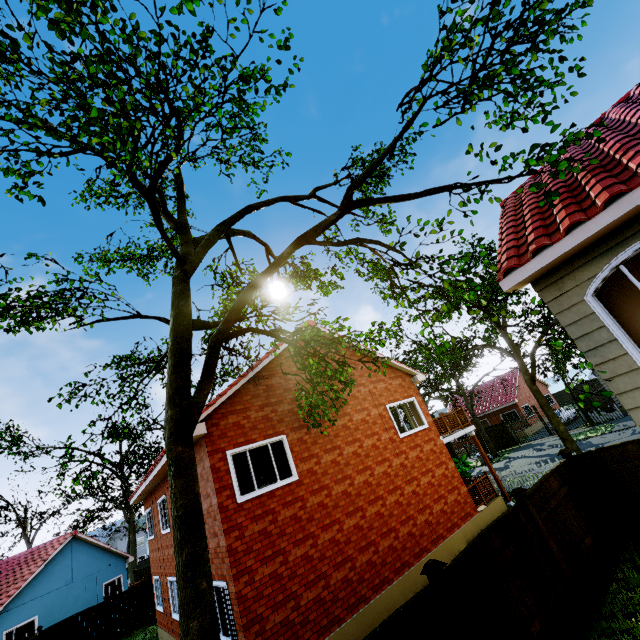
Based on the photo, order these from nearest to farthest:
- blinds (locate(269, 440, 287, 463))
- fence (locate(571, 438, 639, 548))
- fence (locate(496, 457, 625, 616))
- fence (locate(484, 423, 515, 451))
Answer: fence (locate(496, 457, 625, 616))
fence (locate(571, 438, 639, 548))
blinds (locate(269, 440, 287, 463))
fence (locate(484, 423, 515, 451))

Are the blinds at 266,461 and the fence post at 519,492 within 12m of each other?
yes

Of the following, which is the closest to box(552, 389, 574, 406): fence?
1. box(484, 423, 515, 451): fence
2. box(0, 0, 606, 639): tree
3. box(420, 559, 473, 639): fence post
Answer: box(0, 0, 606, 639): tree

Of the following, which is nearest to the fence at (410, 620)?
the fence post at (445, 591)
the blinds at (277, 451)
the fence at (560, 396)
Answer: the fence post at (445, 591)

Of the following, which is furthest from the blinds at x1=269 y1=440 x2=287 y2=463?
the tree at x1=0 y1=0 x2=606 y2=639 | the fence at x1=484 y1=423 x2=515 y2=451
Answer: the fence at x1=484 y1=423 x2=515 y2=451

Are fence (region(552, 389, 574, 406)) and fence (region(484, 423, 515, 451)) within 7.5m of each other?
no

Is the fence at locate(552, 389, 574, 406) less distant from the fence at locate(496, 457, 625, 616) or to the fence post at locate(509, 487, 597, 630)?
the fence at locate(496, 457, 625, 616)

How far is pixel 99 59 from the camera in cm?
564
